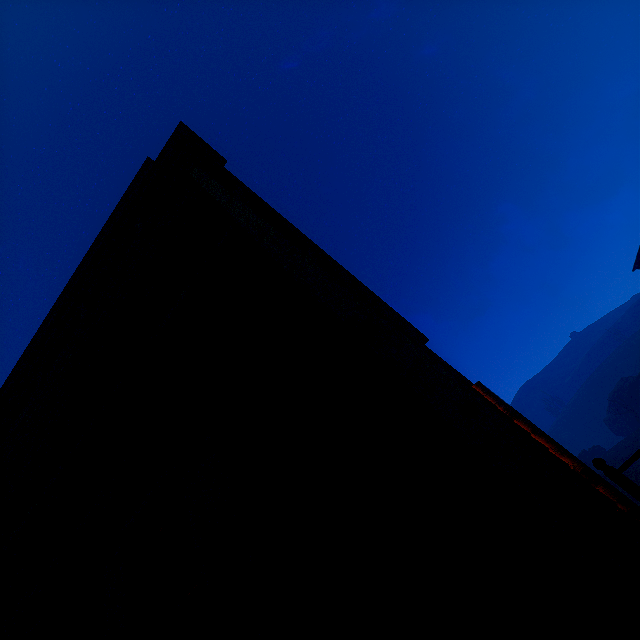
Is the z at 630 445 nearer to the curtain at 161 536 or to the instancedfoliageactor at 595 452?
the instancedfoliageactor at 595 452

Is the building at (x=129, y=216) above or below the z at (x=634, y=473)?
above

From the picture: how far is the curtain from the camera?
2.4m

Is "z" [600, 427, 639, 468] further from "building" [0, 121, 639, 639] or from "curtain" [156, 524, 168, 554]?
"curtain" [156, 524, 168, 554]

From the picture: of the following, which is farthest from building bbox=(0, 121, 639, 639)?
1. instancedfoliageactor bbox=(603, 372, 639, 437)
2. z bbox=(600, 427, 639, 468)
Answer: instancedfoliageactor bbox=(603, 372, 639, 437)

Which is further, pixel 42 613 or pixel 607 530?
pixel 42 613

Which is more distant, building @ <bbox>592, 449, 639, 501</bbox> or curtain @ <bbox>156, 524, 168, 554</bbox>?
building @ <bbox>592, 449, 639, 501</bbox>

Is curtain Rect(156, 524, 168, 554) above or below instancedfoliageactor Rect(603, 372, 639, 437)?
below
